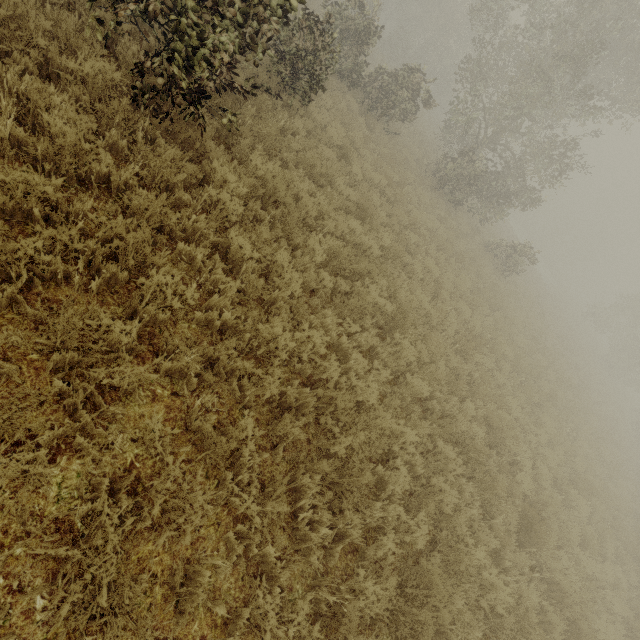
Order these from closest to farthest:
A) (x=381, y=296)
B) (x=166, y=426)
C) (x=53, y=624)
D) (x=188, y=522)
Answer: (x=53, y=624)
(x=188, y=522)
(x=166, y=426)
(x=381, y=296)
